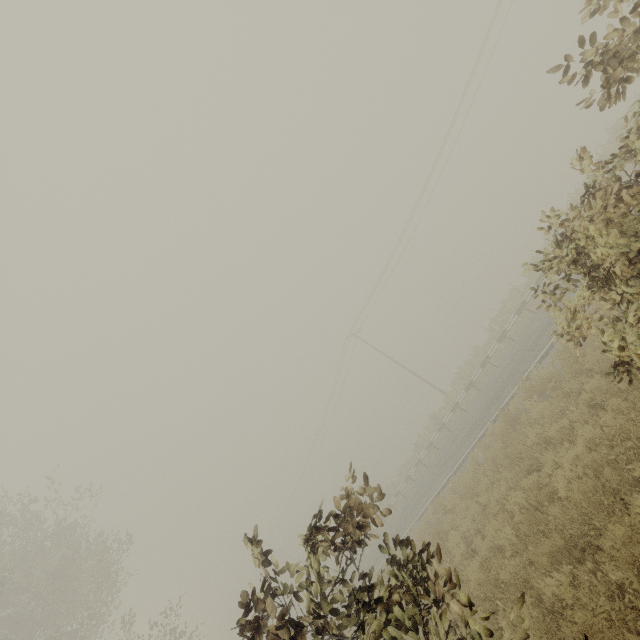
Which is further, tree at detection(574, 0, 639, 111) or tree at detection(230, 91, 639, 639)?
tree at detection(574, 0, 639, 111)

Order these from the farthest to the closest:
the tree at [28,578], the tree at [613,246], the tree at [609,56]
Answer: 1. the tree at [28,578]
2. the tree at [609,56]
3. the tree at [613,246]

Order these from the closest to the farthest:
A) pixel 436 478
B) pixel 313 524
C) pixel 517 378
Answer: pixel 313 524 < pixel 517 378 < pixel 436 478

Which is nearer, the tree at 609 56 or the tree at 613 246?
the tree at 613 246

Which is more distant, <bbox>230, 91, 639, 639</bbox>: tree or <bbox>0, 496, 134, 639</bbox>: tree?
<bbox>0, 496, 134, 639</bbox>: tree

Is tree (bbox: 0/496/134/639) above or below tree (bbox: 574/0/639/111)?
above

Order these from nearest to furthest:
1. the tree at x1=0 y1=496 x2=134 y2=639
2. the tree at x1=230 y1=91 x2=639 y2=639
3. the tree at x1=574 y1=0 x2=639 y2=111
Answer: the tree at x1=230 y1=91 x2=639 y2=639 < the tree at x1=574 y1=0 x2=639 y2=111 < the tree at x1=0 y1=496 x2=134 y2=639
